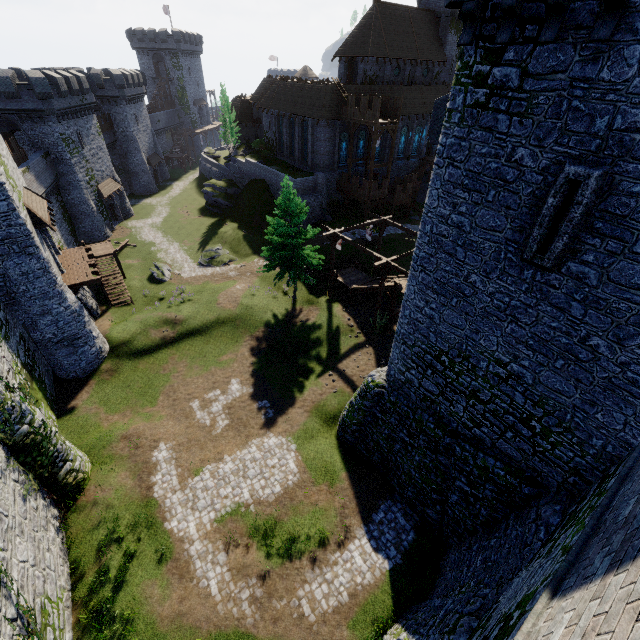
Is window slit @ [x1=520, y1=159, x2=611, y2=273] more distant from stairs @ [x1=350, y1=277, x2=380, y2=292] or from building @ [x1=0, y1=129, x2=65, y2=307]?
building @ [x1=0, y1=129, x2=65, y2=307]

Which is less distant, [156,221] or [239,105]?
[156,221]

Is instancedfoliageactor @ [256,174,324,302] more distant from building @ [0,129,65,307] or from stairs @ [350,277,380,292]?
building @ [0,129,65,307]

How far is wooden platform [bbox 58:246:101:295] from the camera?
22.17m

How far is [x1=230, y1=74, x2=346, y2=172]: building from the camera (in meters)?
37.69

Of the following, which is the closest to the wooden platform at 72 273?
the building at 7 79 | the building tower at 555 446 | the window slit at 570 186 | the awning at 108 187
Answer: the building at 7 79

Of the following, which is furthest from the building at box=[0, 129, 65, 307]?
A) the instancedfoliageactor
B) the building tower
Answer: the building tower

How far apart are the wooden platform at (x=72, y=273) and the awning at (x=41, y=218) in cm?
309
